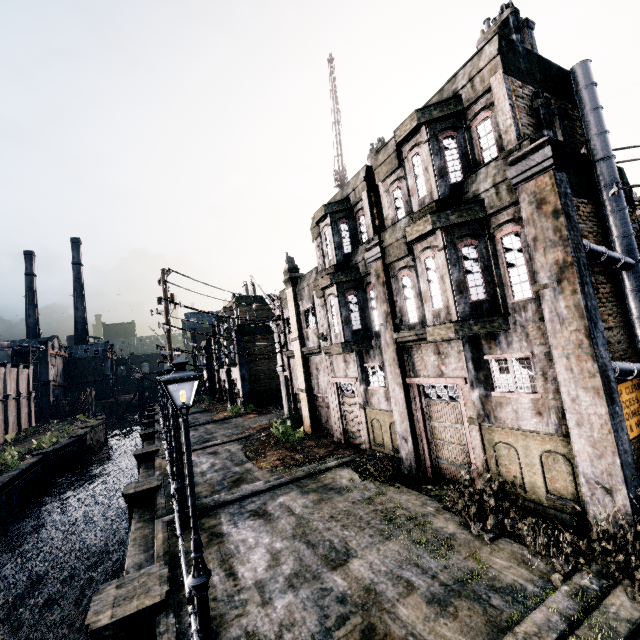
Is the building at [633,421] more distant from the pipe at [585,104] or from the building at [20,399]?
the building at [20,399]

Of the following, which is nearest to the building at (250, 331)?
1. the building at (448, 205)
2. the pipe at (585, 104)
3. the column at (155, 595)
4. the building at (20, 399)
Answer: the building at (20, 399)

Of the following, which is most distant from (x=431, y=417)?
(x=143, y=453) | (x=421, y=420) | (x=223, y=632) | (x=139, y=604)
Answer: (x=143, y=453)

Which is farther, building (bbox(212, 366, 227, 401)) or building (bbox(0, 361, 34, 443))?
building (bbox(212, 366, 227, 401))

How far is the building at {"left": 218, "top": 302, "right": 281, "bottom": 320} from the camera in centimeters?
4016cm

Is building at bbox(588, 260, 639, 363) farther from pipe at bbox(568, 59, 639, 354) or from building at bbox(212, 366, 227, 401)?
building at bbox(212, 366, 227, 401)

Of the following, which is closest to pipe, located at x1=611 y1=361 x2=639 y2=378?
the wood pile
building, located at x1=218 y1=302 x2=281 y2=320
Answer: the wood pile
